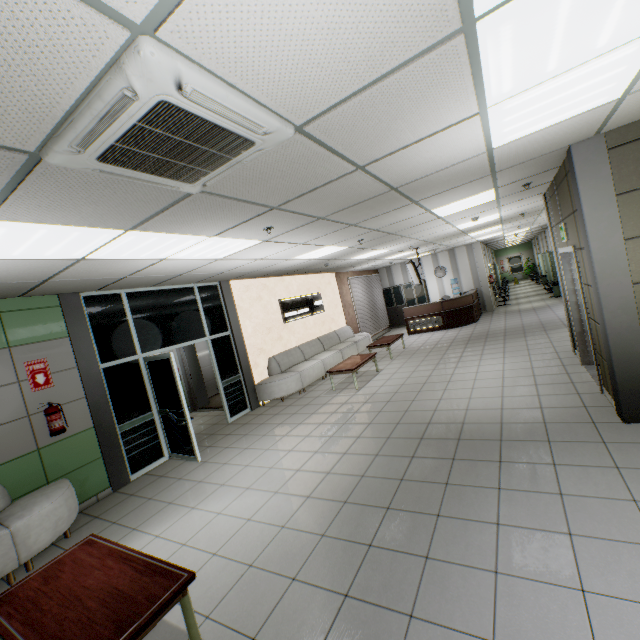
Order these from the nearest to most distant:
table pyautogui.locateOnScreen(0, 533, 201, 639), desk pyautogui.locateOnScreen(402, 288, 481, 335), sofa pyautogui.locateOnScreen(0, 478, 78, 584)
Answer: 1. table pyautogui.locateOnScreen(0, 533, 201, 639)
2. sofa pyautogui.locateOnScreen(0, 478, 78, 584)
3. desk pyautogui.locateOnScreen(402, 288, 481, 335)

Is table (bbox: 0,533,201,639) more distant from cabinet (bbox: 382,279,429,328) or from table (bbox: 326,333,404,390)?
cabinet (bbox: 382,279,429,328)

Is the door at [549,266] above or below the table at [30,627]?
above

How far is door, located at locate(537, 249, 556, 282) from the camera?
17.7m

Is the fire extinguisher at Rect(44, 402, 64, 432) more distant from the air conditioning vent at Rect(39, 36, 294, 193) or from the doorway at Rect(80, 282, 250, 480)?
the air conditioning vent at Rect(39, 36, 294, 193)

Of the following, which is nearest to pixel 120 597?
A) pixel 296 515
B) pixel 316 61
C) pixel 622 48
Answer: pixel 296 515

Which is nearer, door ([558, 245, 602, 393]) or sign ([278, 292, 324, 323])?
door ([558, 245, 602, 393])

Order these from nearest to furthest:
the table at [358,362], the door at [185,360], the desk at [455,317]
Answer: the table at [358,362]
the door at [185,360]
the desk at [455,317]
